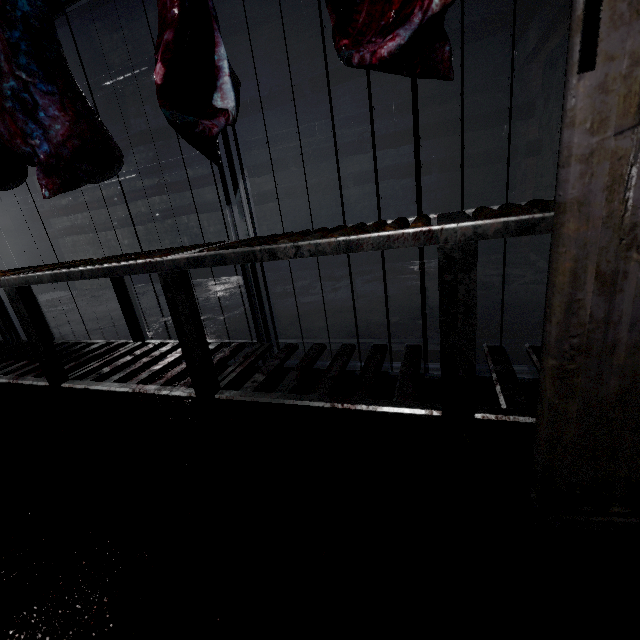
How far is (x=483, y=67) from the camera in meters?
3.5

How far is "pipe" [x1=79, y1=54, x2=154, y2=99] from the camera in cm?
459

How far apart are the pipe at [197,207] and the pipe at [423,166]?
0.1 meters

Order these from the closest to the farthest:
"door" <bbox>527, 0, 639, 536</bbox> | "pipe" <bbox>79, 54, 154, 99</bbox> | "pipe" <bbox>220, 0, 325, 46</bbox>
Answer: "door" <bbox>527, 0, 639, 536</bbox>
"pipe" <bbox>220, 0, 325, 46</bbox>
"pipe" <bbox>79, 54, 154, 99</bbox>

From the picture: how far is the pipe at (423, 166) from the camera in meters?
3.5 m

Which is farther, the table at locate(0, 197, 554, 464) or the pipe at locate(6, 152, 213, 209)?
the pipe at locate(6, 152, 213, 209)

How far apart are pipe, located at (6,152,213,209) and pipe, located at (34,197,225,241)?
0.1 meters
